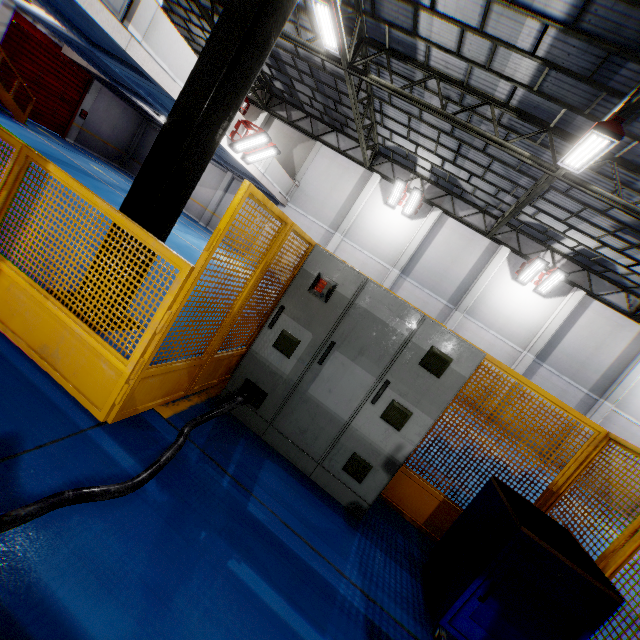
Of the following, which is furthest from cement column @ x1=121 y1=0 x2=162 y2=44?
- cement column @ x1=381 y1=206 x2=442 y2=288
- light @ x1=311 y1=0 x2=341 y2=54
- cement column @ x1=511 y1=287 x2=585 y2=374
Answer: cement column @ x1=511 y1=287 x2=585 y2=374

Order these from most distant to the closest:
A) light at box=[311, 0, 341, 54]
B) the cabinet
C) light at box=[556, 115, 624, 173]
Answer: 1. light at box=[311, 0, 341, 54]
2. light at box=[556, 115, 624, 173]
3. the cabinet

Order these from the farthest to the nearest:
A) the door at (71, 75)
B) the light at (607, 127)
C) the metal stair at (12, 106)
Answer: the door at (71, 75)
the metal stair at (12, 106)
the light at (607, 127)

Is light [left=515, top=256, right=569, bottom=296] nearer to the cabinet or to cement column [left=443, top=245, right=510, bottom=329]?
cement column [left=443, top=245, right=510, bottom=329]

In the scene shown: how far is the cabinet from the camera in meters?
3.3

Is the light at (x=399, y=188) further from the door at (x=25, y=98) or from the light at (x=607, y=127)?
the door at (x=25, y=98)

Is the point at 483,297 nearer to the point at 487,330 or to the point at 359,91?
the point at 487,330

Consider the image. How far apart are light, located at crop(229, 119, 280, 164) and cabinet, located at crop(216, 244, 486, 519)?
10.61m
